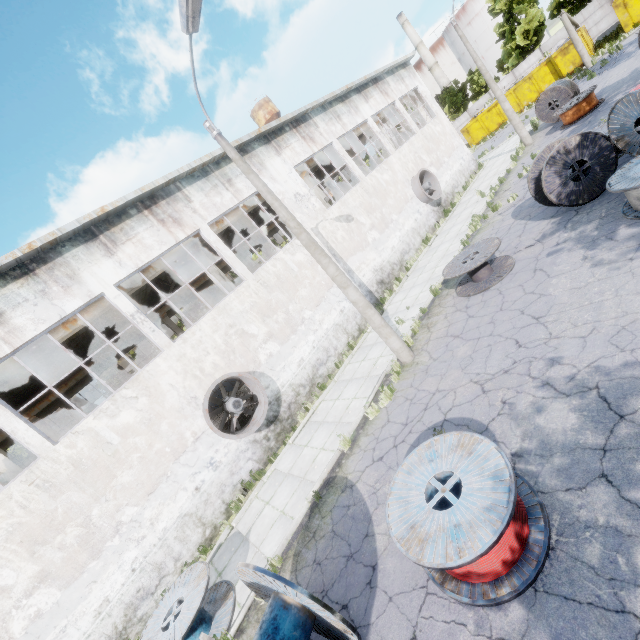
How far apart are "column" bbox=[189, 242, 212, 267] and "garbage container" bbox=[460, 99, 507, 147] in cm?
3597

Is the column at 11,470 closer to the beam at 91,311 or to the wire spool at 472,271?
the beam at 91,311

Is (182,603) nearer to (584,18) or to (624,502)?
(624,502)

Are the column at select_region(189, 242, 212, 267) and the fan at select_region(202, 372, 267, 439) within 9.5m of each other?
yes

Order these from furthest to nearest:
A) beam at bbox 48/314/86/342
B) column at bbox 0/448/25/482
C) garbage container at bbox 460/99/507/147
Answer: garbage container at bbox 460/99/507/147 → beam at bbox 48/314/86/342 → column at bbox 0/448/25/482

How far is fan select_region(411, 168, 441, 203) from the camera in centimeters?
2012cm

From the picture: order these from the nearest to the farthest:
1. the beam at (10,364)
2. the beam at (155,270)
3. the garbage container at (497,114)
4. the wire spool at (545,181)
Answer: the wire spool at (545,181) → the beam at (10,364) → the beam at (155,270) → the garbage container at (497,114)

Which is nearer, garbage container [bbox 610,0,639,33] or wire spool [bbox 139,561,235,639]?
wire spool [bbox 139,561,235,639]
